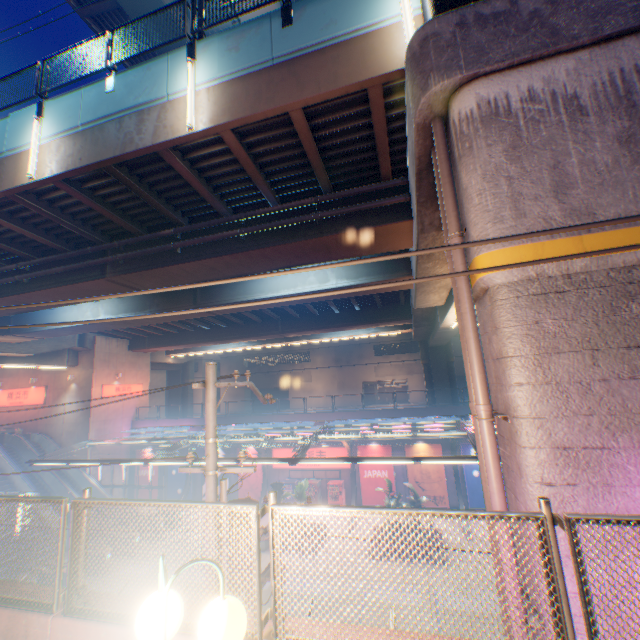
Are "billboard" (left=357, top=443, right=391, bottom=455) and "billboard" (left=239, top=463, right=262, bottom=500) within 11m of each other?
yes

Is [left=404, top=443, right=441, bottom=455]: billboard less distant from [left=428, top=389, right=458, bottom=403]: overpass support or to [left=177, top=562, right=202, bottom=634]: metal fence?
[left=177, top=562, right=202, bottom=634]: metal fence

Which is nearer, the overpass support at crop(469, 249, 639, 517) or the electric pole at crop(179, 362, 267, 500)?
the overpass support at crop(469, 249, 639, 517)

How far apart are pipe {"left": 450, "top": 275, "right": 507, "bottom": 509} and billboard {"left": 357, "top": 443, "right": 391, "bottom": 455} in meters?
20.9 m

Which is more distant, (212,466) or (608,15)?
(212,466)

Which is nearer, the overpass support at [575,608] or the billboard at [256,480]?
the overpass support at [575,608]

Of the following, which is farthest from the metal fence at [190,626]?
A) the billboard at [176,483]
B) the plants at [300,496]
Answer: the plants at [300,496]

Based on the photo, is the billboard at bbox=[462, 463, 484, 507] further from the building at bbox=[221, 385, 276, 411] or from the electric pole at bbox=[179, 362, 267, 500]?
the building at bbox=[221, 385, 276, 411]
